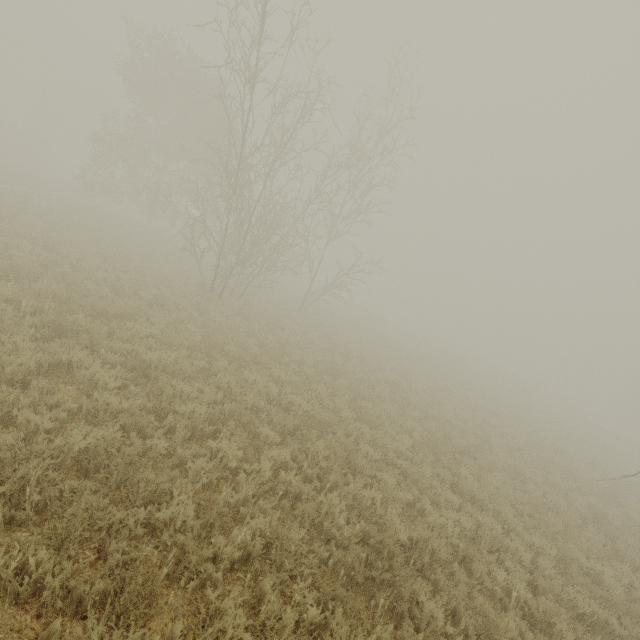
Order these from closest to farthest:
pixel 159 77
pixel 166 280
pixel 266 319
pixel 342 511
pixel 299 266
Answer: pixel 342 511 < pixel 166 280 < pixel 266 319 < pixel 159 77 < pixel 299 266
